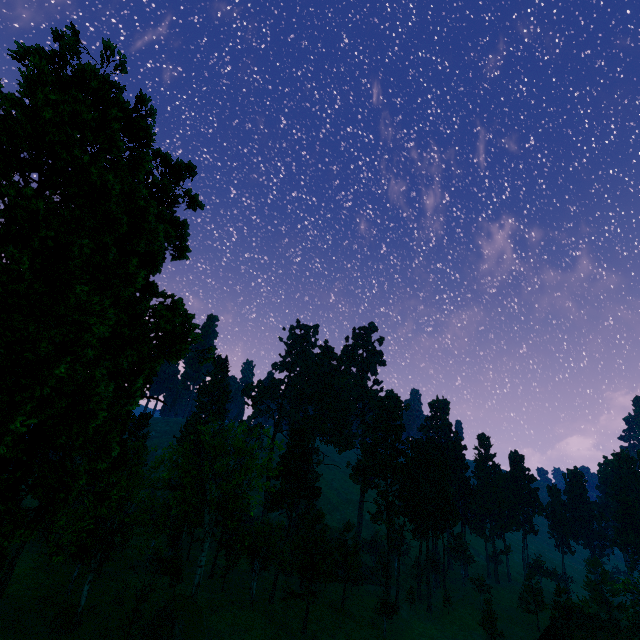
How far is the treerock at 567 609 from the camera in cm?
5084

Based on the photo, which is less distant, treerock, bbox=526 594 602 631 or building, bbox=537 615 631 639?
building, bbox=537 615 631 639

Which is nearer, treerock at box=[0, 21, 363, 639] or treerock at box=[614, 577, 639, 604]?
treerock at box=[0, 21, 363, 639]

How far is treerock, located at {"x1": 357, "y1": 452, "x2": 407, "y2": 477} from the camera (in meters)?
55.94

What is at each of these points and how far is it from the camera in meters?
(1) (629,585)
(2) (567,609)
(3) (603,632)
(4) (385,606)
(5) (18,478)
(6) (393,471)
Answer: (1) treerock, 55.4 m
(2) treerock, 51.8 m
(3) building, 40.9 m
(4) treerock, 46.6 m
(5) treerock, 14.2 m
(6) treerock, 59.6 m

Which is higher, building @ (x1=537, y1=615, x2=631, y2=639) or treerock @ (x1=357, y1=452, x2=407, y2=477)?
treerock @ (x1=357, y1=452, x2=407, y2=477)

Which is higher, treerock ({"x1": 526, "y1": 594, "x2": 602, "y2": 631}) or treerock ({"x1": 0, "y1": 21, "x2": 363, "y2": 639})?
treerock ({"x1": 0, "y1": 21, "x2": 363, "y2": 639})

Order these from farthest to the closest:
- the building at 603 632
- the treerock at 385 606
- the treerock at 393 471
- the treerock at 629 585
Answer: the treerock at 393 471
the treerock at 629 585
the treerock at 385 606
the building at 603 632
